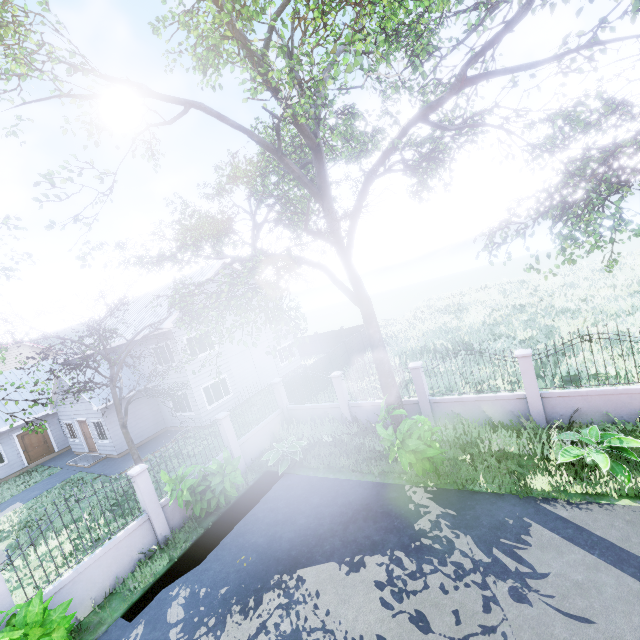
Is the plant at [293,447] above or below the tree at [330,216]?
below

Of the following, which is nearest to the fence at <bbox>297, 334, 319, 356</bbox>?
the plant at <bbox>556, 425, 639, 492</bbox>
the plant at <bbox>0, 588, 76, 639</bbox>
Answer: the plant at <bbox>0, 588, 76, 639</bbox>

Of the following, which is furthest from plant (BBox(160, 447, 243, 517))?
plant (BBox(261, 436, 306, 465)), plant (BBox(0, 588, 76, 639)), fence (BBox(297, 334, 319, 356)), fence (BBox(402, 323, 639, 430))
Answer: fence (BBox(297, 334, 319, 356))

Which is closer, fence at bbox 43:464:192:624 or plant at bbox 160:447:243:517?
fence at bbox 43:464:192:624

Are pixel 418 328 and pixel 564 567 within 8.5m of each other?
no

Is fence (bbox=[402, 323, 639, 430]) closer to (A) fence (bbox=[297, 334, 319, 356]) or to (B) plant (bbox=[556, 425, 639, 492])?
(B) plant (bbox=[556, 425, 639, 492])

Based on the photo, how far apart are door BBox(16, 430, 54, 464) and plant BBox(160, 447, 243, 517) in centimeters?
1780cm

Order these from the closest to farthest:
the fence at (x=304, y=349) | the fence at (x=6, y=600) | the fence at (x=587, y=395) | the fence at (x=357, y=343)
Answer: the fence at (x=6, y=600) < the fence at (x=587, y=395) < the fence at (x=357, y=343) < the fence at (x=304, y=349)
